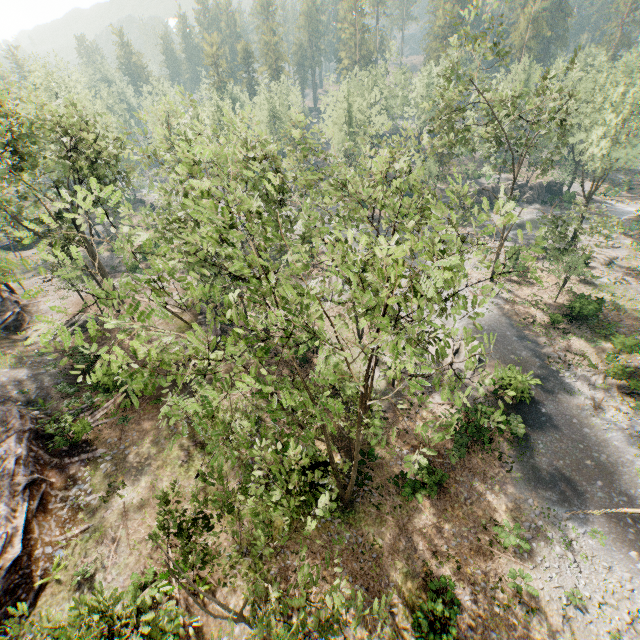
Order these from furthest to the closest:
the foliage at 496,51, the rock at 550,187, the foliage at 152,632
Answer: the rock at 550,187 → the foliage at 496,51 → the foliage at 152,632

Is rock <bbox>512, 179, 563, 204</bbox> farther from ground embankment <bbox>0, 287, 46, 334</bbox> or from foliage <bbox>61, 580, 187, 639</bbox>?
ground embankment <bbox>0, 287, 46, 334</bbox>

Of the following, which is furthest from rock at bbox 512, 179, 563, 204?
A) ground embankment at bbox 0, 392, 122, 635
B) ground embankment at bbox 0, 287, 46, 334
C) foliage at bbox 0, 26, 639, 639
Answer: ground embankment at bbox 0, 287, 46, 334

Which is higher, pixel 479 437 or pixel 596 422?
pixel 479 437

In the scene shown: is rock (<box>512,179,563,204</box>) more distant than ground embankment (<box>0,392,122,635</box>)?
Yes

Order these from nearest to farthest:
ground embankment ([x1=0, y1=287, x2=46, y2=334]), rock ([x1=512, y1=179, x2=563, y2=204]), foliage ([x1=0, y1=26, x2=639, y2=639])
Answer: foliage ([x1=0, y1=26, x2=639, y2=639])
ground embankment ([x1=0, y1=287, x2=46, y2=334])
rock ([x1=512, y1=179, x2=563, y2=204])

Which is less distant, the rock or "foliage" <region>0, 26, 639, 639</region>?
"foliage" <region>0, 26, 639, 639</region>

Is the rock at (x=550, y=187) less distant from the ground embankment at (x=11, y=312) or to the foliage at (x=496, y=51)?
the foliage at (x=496, y=51)
